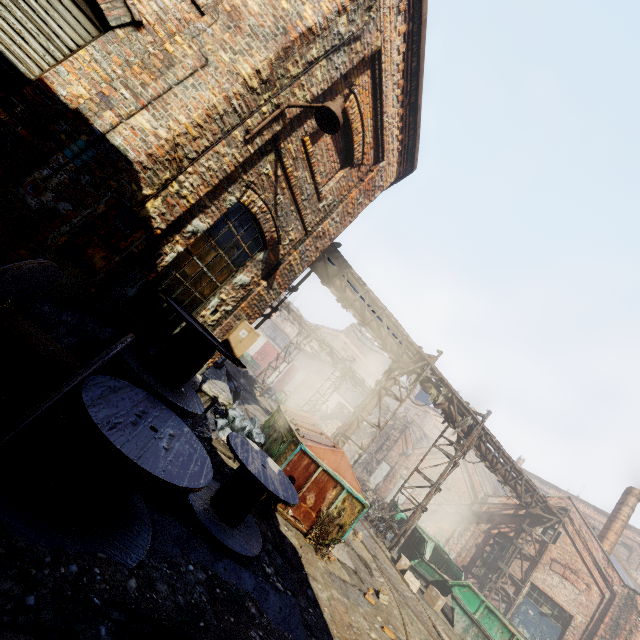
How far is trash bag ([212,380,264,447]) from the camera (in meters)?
8.38

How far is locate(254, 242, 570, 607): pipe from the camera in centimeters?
1129cm

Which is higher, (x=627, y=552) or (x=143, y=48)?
(x=627, y=552)

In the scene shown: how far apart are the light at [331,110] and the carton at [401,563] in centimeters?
1299cm

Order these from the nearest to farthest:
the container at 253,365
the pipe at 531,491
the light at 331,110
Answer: the light at 331,110, the pipe at 531,491, the container at 253,365

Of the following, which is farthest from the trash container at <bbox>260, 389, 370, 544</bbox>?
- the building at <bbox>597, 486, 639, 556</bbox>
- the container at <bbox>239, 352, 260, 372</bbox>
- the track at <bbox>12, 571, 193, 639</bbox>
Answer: the container at <bbox>239, 352, 260, 372</bbox>

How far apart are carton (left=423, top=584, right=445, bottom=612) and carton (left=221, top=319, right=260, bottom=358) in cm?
1160

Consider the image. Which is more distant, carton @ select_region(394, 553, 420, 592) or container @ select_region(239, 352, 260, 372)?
container @ select_region(239, 352, 260, 372)
